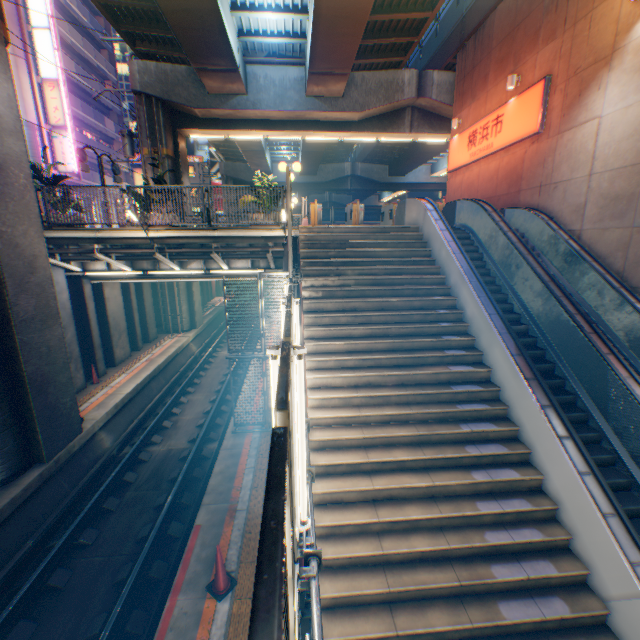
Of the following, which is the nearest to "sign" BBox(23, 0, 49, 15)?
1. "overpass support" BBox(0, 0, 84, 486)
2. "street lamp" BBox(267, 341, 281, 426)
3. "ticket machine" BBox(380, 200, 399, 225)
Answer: "overpass support" BBox(0, 0, 84, 486)

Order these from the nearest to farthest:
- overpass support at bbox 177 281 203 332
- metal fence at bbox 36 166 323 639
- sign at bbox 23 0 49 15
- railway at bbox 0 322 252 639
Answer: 1. metal fence at bbox 36 166 323 639
2. railway at bbox 0 322 252 639
3. overpass support at bbox 177 281 203 332
4. sign at bbox 23 0 49 15

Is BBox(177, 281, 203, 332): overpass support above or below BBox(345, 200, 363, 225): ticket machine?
below

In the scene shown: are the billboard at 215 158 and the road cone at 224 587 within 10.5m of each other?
no

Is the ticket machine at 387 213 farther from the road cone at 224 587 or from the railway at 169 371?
the road cone at 224 587

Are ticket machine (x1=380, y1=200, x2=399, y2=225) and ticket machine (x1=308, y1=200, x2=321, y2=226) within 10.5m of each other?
yes

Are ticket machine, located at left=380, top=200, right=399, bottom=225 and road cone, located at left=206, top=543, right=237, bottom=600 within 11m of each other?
no

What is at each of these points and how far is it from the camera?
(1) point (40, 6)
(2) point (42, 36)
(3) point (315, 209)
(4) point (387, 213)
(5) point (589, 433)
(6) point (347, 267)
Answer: (1) sign, 24.6m
(2) sign, 25.1m
(3) ticket machine, 13.2m
(4) ticket machine, 14.2m
(5) steps, 6.4m
(6) steps, 9.1m
